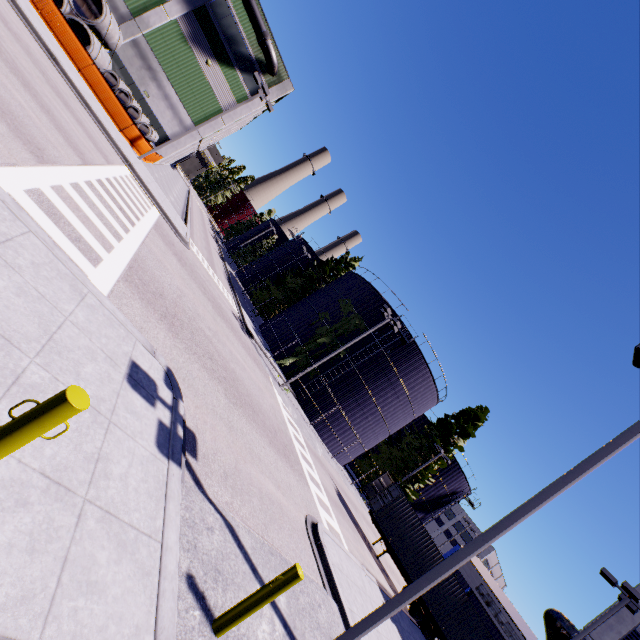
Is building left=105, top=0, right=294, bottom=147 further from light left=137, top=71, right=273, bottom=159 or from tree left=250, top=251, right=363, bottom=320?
light left=137, top=71, right=273, bottom=159

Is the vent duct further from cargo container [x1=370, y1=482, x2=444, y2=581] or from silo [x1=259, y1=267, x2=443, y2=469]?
cargo container [x1=370, y1=482, x2=444, y2=581]

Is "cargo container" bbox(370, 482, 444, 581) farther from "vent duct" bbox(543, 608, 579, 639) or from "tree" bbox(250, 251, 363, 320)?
"vent duct" bbox(543, 608, 579, 639)

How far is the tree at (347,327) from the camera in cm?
2953

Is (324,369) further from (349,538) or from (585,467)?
(585,467)

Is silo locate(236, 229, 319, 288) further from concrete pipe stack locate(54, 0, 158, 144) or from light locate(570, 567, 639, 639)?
light locate(570, 567, 639, 639)

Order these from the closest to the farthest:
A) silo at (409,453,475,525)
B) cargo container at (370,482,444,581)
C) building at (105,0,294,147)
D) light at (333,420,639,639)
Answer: light at (333,420,639,639), cargo container at (370,482,444,581), building at (105,0,294,147), silo at (409,453,475,525)

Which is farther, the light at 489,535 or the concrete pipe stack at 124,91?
the concrete pipe stack at 124,91
